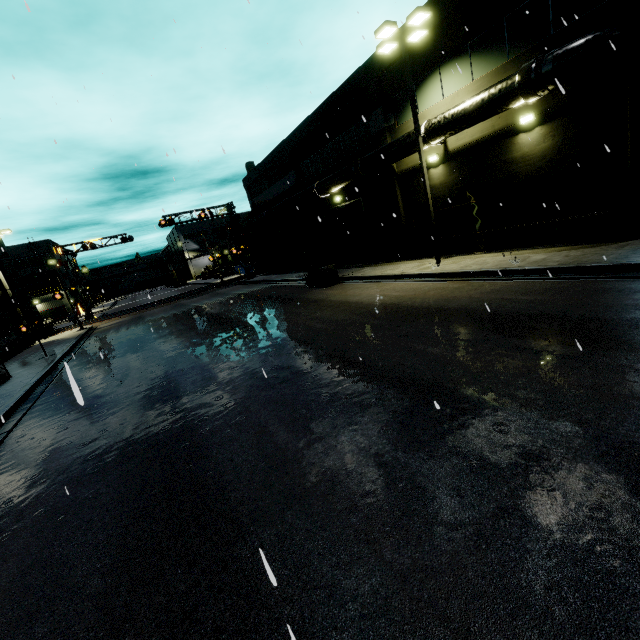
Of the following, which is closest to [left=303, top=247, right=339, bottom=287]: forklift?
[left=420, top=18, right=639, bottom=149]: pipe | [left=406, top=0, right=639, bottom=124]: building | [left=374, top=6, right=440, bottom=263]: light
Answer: [left=420, top=18, right=639, bottom=149]: pipe

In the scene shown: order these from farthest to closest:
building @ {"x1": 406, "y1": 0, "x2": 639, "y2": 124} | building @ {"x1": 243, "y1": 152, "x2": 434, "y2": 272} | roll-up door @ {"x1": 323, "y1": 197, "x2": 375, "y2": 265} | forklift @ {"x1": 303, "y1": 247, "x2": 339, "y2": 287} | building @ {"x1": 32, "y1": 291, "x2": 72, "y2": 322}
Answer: building @ {"x1": 32, "y1": 291, "x2": 72, "y2": 322} < roll-up door @ {"x1": 323, "y1": 197, "x2": 375, "y2": 265} < forklift @ {"x1": 303, "y1": 247, "x2": 339, "y2": 287} < building @ {"x1": 243, "y1": 152, "x2": 434, "y2": 272} < building @ {"x1": 406, "y1": 0, "x2": 639, "y2": 124}

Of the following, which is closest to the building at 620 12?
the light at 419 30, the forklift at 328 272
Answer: the light at 419 30

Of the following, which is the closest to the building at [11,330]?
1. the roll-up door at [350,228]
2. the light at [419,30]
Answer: the roll-up door at [350,228]

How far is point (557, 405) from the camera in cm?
433

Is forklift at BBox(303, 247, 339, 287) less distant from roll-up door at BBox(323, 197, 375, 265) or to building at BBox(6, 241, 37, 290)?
roll-up door at BBox(323, 197, 375, 265)

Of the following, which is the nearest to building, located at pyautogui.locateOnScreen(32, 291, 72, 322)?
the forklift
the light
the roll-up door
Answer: the roll-up door

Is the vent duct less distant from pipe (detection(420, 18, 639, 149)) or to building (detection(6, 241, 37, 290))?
building (detection(6, 241, 37, 290))
